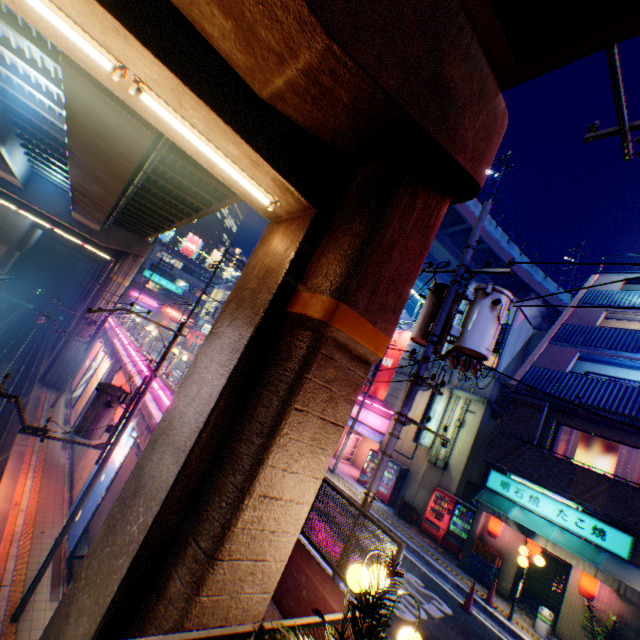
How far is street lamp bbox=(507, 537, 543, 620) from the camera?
10.2 meters

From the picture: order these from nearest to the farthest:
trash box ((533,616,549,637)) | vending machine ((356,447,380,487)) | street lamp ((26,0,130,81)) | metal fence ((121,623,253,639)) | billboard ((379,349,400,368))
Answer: metal fence ((121,623,253,639))
street lamp ((26,0,130,81))
trash box ((533,616,549,637))
vending machine ((356,447,380,487))
billboard ((379,349,400,368))

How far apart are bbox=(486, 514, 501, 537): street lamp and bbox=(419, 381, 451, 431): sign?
4.24m

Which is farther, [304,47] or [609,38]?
[609,38]

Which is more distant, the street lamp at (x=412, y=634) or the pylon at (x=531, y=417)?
the pylon at (x=531, y=417)

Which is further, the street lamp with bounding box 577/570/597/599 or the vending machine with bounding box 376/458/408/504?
the vending machine with bounding box 376/458/408/504

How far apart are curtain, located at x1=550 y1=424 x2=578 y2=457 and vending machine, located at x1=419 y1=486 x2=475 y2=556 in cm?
A: 365

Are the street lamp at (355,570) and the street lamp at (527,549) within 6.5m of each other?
no
